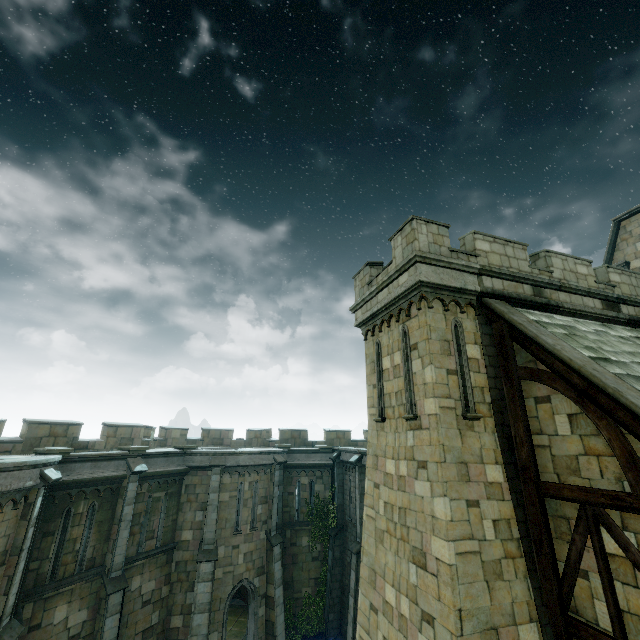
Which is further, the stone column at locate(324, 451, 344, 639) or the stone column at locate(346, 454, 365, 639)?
the stone column at locate(324, 451, 344, 639)

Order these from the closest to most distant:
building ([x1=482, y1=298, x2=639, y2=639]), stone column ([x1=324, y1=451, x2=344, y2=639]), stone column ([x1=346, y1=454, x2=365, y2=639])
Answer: building ([x1=482, y1=298, x2=639, y2=639]) → stone column ([x1=346, y1=454, x2=365, y2=639]) → stone column ([x1=324, y1=451, x2=344, y2=639])

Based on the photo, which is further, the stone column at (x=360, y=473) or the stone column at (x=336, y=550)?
the stone column at (x=336, y=550)

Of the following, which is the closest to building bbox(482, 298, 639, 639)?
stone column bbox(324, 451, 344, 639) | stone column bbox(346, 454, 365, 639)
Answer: stone column bbox(346, 454, 365, 639)

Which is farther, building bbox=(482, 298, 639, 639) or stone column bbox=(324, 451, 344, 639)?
stone column bbox=(324, 451, 344, 639)

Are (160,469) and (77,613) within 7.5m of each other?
yes

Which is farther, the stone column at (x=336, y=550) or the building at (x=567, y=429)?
the stone column at (x=336, y=550)
